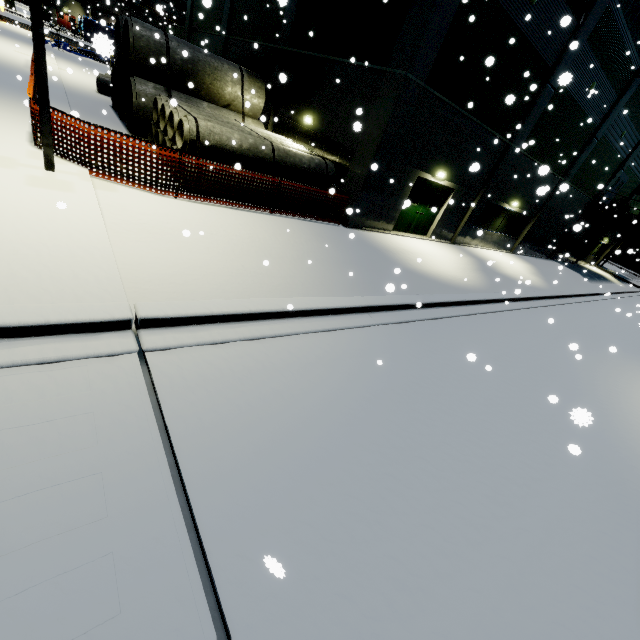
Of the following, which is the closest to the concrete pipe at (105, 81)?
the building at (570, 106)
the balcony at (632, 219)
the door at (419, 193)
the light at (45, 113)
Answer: the building at (570, 106)

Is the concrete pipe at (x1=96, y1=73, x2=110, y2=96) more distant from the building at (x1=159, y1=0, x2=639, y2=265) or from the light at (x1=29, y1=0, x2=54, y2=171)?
the light at (x1=29, y1=0, x2=54, y2=171)

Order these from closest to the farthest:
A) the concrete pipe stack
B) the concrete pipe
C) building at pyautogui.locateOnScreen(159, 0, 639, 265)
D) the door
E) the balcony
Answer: the concrete pipe stack
building at pyautogui.locateOnScreen(159, 0, 639, 265)
the door
the concrete pipe
the balcony

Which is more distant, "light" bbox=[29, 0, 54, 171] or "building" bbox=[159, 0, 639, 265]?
"building" bbox=[159, 0, 639, 265]

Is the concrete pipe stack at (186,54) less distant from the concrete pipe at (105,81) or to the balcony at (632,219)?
the concrete pipe at (105,81)

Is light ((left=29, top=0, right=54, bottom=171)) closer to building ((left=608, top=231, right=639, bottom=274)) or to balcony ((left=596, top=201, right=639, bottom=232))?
building ((left=608, top=231, right=639, bottom=274))

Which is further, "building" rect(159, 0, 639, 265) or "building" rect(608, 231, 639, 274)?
"building" rect(608, 231, 639, 274)

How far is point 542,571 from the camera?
3.6 meters
